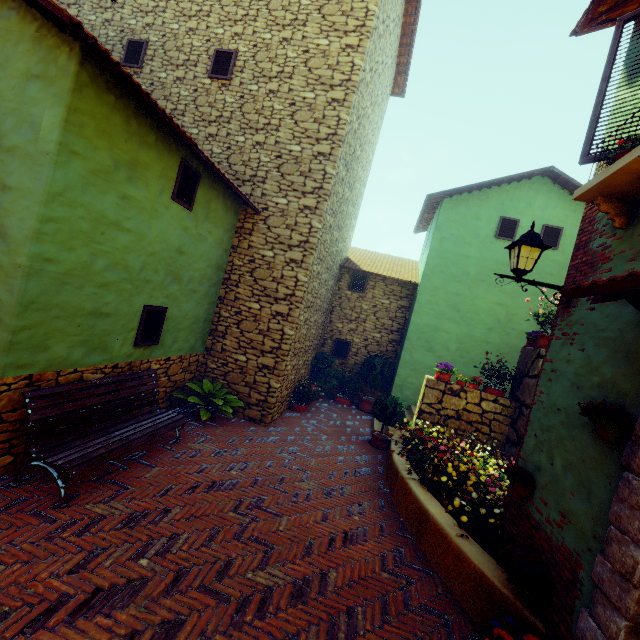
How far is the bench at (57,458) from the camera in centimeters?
358cm

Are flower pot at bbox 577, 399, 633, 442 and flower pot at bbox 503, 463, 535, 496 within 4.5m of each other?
yes

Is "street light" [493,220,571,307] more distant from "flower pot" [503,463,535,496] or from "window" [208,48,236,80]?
"flower pot" [503,463,535,496]

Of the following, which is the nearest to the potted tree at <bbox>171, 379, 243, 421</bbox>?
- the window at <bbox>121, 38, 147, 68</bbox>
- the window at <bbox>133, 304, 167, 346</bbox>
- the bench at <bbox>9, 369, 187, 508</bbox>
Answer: the bench at <bbox>9, 369, 187, 508</bbox>

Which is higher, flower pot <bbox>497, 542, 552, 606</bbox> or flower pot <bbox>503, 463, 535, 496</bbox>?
flower pot <bbox>503, 463, 535, 496</bbox>

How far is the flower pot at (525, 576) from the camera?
2.9 meters

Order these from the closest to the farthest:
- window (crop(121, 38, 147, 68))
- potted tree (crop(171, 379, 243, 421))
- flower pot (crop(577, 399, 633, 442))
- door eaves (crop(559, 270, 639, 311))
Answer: door eaves (crop(559, 270, 639, 311)) < flower pot (crop(577, 399, 633, 442)) < potted tree (crop(171, 379, 243, 421)) < window (crop(121, 38, 147, 68))

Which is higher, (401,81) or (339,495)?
(401,81)
